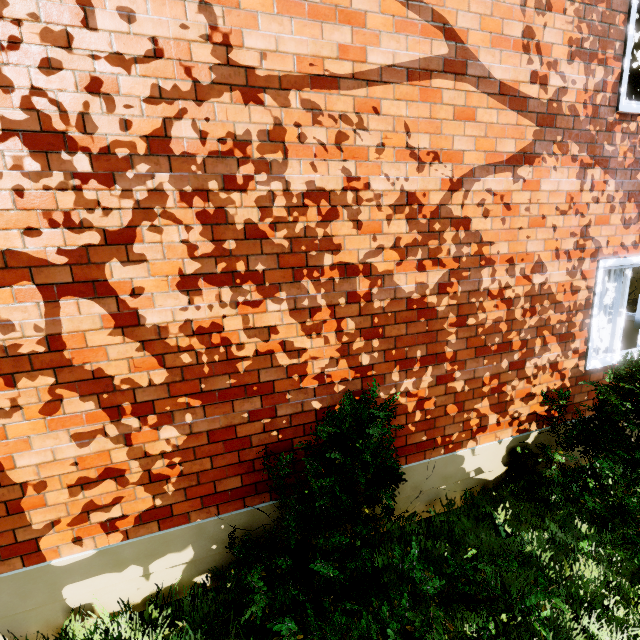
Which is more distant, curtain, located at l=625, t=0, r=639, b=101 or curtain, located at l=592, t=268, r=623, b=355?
curtain, located at l=592, t=268, r=623, b=355

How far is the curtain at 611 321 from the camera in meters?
4.2 m

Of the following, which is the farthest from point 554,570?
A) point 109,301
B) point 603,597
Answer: point 109,301

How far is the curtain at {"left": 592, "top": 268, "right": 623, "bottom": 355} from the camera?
4.2m

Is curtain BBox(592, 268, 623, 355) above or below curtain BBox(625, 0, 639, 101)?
below

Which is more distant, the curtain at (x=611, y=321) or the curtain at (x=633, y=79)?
the curtain at (x=611, y=321)
